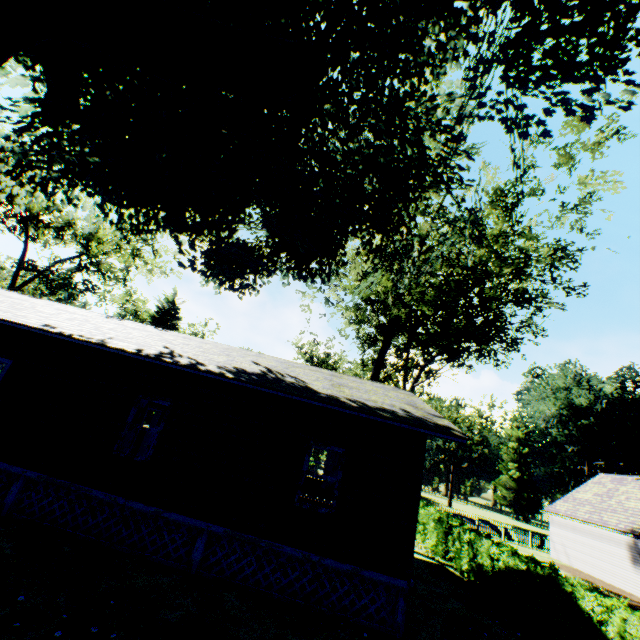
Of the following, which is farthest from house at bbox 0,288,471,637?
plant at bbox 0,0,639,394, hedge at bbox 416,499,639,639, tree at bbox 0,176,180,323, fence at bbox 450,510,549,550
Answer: fence at bbox 450,510,549,550

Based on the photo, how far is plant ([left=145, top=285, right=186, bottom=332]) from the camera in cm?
3562

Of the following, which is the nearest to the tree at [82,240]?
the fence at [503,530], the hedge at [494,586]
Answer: the hedge at [494,586]

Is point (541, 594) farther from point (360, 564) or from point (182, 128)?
point (182, 128)

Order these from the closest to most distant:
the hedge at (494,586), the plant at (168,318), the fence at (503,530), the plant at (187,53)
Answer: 1. the plant at (187,53)
2. the hedge at (494,586)
3. the fence at (503,530)
4. the plant at (168,318)

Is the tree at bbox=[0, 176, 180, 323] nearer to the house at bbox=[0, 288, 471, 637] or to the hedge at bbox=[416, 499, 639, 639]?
the house at bbox=[0, 288, 471, 637]

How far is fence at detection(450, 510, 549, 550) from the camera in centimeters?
3033cm

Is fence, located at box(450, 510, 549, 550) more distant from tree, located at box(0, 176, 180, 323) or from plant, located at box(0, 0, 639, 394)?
tree, located at box(0, 176, 180, 323)
